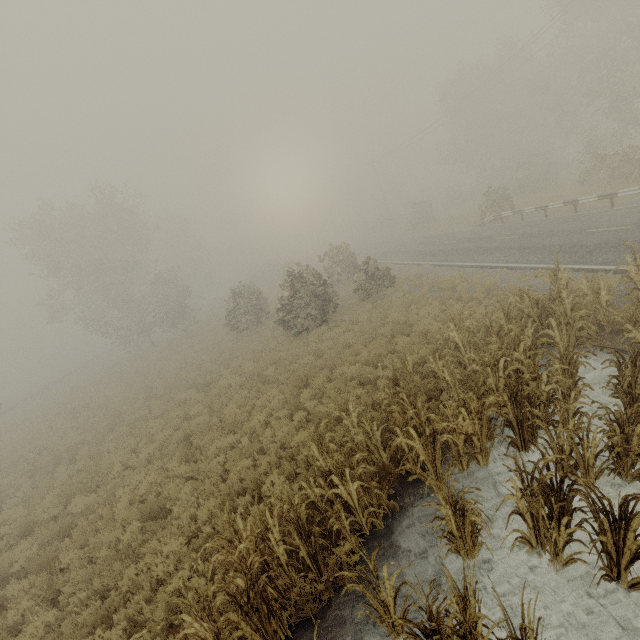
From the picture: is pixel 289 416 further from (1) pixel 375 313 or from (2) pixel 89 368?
(2) pixel 89 368

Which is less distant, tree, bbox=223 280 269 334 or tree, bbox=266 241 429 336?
tree, bbox=266 241 429 336

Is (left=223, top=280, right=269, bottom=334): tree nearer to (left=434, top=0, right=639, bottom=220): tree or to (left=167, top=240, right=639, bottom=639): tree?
(left=167, top=240, right=639, bottom=639): tree

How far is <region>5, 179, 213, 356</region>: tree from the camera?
29.3 meters

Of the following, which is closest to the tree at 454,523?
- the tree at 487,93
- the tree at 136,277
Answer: the tree at 487,93

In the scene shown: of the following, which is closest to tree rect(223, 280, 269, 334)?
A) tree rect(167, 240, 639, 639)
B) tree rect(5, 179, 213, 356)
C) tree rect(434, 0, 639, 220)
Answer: tree rect(167, 240, 639, 639)

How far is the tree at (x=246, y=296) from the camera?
25.0m
